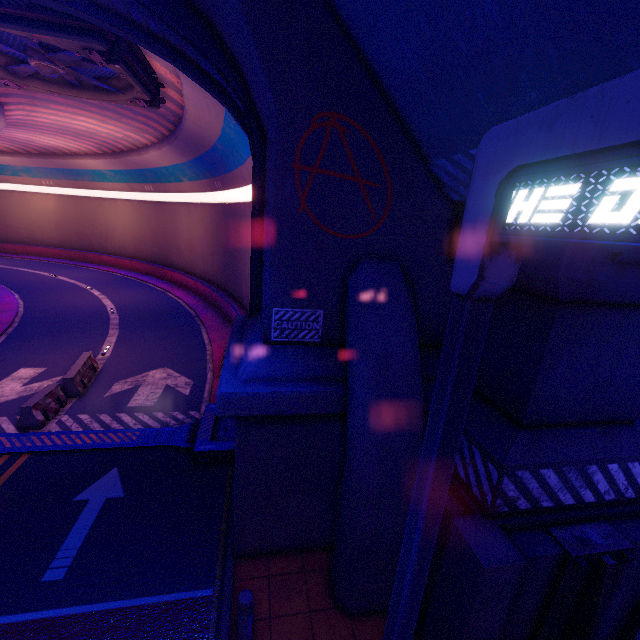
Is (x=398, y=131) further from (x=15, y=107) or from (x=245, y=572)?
(x=15, y=107)

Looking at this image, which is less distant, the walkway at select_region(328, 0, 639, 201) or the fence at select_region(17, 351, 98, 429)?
the walkway at select_region(328, 0, 639, 201)

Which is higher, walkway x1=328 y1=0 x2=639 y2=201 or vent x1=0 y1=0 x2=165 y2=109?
vent x1=0 y1=0 x2=165 y2=109

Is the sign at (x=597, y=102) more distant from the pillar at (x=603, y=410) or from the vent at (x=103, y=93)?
the vent at (x=103, y=93)

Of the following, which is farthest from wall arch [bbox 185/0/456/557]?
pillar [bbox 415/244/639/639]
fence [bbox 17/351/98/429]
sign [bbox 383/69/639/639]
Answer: fence [bbox 17/351/98/429]

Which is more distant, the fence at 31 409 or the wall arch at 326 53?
the fence at 31 409

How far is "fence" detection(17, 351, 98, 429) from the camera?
9.8 meters

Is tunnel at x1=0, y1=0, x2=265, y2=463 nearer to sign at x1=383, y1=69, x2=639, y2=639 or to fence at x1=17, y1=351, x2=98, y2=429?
fence at x1=17, y1=351, x2=98, y2=429
